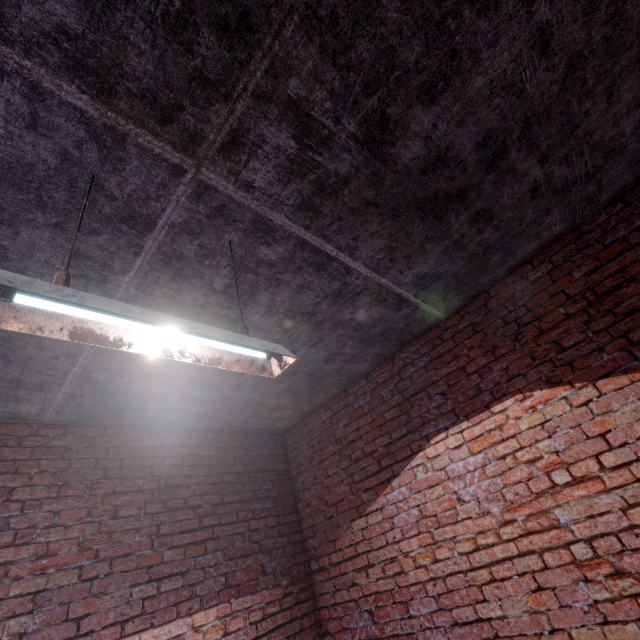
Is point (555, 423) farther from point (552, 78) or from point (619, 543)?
point (552, 78)
